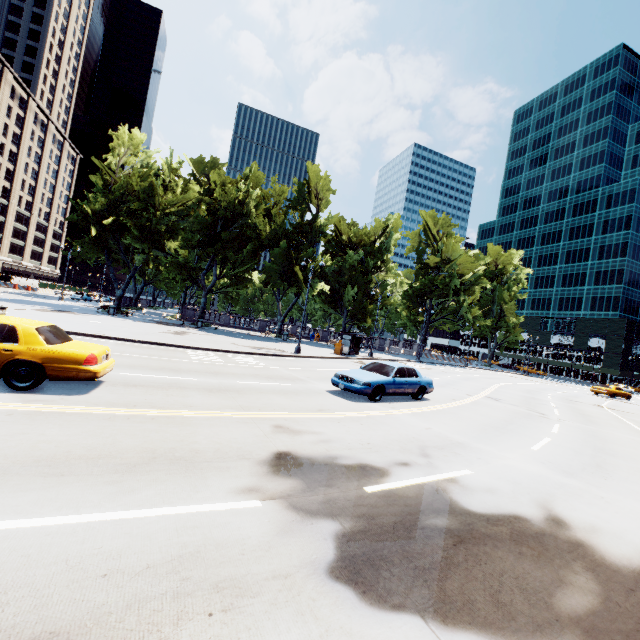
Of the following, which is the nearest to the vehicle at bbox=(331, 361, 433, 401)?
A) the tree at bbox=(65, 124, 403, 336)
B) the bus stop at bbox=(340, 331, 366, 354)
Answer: the bus stop at bbox=(340, 331, 366, 354)

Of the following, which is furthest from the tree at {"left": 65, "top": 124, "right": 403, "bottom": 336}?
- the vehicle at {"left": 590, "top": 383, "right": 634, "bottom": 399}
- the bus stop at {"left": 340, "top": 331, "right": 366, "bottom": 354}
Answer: the vehicle at {"left": 590, "top": 383, "right": 634, "bottom": 399}

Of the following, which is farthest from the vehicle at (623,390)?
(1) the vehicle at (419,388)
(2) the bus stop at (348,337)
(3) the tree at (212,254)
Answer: (1) the vehicle at (419,388)

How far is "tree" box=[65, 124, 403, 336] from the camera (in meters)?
33.78

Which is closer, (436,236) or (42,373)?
(42,373)

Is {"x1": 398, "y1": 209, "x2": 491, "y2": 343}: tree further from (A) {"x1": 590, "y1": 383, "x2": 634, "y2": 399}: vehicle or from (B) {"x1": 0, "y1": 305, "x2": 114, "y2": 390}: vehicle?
(B) {"x1": 0, "y1": 305, "x2": 114, "y2": 390}: vehicle

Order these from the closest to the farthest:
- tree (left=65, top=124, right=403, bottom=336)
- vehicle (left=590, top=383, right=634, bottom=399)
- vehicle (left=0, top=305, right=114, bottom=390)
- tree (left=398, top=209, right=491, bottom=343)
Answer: vehicle (left=0, top=305, right=114, bottom=390) → tree (left=65, top=124, right=403, bottom=336) → vehicle (left=590, top=383, right=634, bottom=399) → tree (left=398, top=209, right=491, bottom=343)

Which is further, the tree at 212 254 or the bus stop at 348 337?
the tree at 212 254
